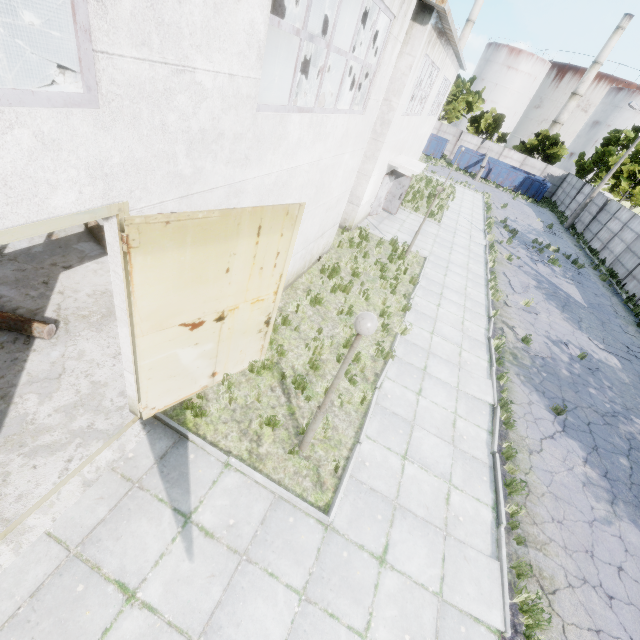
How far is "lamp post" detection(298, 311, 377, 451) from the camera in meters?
4.1 m

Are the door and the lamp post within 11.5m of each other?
yes

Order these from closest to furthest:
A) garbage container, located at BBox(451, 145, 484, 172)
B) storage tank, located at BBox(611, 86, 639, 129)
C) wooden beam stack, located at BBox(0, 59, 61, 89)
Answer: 1. wooden beam stack, located at BBox(0, 59, 61, 89)
2. garbage container, located at BBox(451, 145, 484, 172)
3. storage tank, located at BBox(611, 86, 639, 129)

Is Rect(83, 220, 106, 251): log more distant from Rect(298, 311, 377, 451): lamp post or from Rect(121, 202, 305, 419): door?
Rect(298, 311, 377, 451): lamp post

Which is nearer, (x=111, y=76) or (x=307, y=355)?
(x=111, y=76)

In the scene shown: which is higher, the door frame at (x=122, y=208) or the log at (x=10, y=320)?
the door frame at (x=122, y=208)

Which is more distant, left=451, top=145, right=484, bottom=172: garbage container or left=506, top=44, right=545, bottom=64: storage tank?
left=506, top=44, right=545, bottom=64: storage tank

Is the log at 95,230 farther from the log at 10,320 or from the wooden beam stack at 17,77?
the wooden beam stack at 17,77
